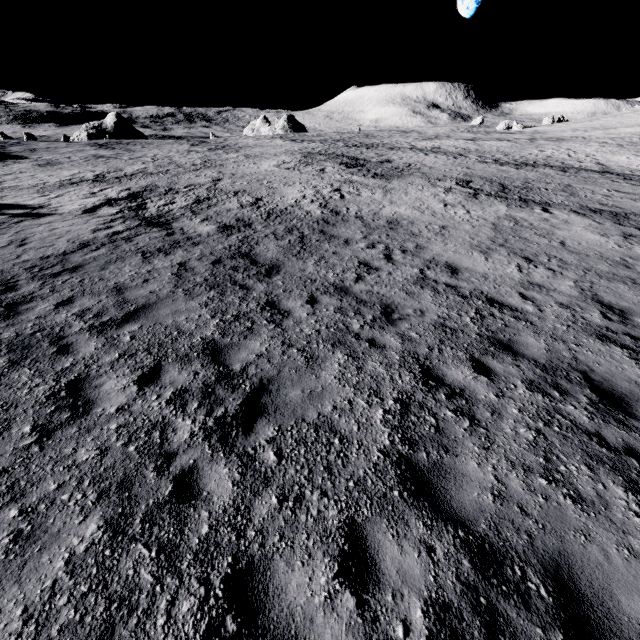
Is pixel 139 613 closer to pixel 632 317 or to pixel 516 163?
pixel 632 317
